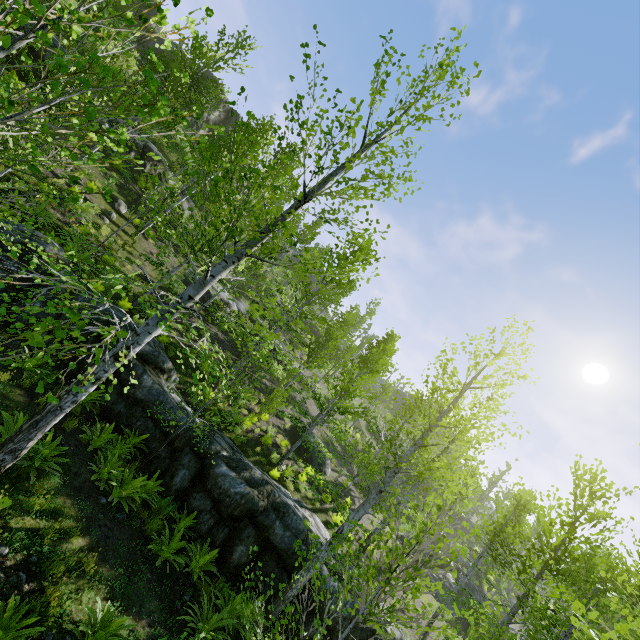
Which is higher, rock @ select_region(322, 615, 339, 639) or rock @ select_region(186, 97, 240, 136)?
rock @ select_region(186, 97, 240, 136)

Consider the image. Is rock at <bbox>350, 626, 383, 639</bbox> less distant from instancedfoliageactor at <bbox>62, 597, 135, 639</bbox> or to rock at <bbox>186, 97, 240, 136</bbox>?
instancedfoliageactor at <bbox>62, 597, 135, 639</bbox>

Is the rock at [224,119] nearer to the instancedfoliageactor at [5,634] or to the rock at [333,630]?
the instancedfoliageactor at [5,634]

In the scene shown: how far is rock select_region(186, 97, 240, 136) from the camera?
37.25m

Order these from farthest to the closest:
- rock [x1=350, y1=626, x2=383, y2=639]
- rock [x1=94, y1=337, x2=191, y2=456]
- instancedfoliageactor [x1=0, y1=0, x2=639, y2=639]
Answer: rock [x1=94, y1=337, x2=191, y2=456], rock [x1=350, y1=626, x2=383, y2=639], instancedfoliageactor [x1=0, y1=0, x2=639, y2=639]

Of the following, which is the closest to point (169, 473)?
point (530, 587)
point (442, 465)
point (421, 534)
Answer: point (421, 534)

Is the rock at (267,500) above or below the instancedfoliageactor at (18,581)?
above

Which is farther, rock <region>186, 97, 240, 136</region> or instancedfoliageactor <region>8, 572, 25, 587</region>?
rock <region>186, 97, 240, 136</region>
